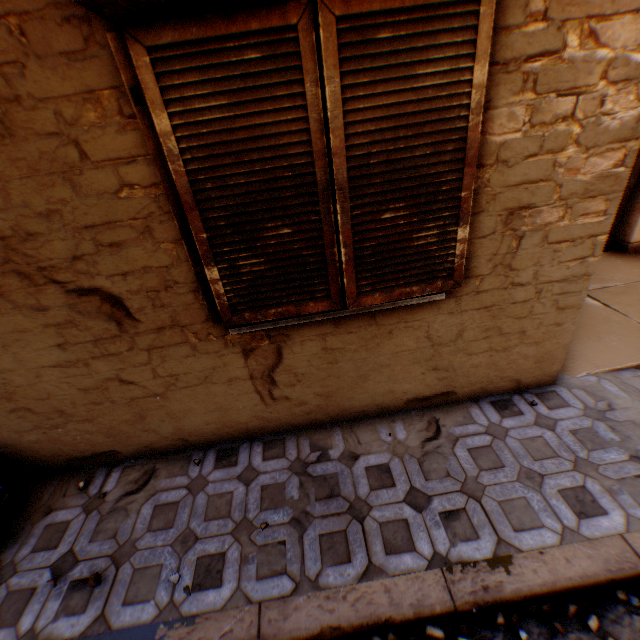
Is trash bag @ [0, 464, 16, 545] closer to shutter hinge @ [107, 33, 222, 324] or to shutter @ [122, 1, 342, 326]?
shutter @ [122, 1, 342, 326]

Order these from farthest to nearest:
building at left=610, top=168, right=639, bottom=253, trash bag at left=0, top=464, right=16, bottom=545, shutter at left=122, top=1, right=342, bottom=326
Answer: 1. building at left=610, top=168, right=639, bottom=253
2. trash bag at left=0, top=464, right=16, bottom=545
3. shutter at left=122, top=1, right=342, bottom=326

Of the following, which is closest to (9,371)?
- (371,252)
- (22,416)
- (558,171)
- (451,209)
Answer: (22,416)

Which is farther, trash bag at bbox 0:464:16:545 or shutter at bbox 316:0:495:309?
trash bag at bbox 0:464:16:545

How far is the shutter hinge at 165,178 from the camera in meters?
1.5 m

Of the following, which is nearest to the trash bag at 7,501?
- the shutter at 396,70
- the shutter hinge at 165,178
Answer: the shutter at 396,70

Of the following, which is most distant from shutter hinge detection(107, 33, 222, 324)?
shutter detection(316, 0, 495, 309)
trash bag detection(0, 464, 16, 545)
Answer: trash bag detection(0, 464, 16, 545)

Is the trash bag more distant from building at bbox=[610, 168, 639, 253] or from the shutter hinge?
the shutter hinge
